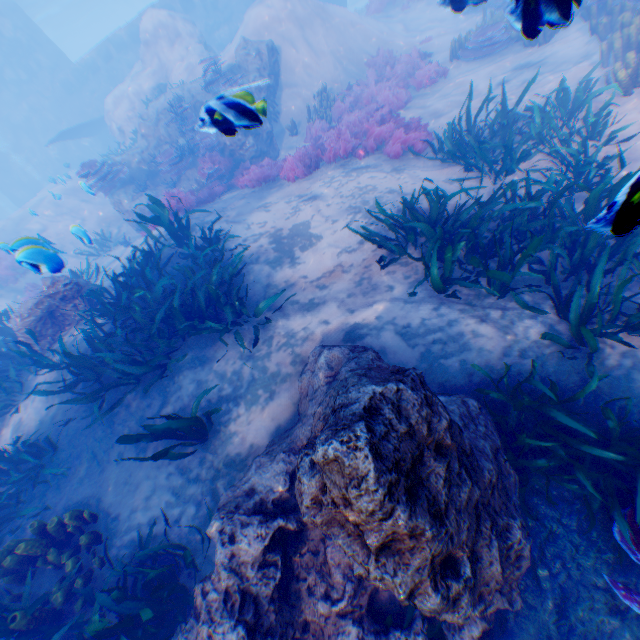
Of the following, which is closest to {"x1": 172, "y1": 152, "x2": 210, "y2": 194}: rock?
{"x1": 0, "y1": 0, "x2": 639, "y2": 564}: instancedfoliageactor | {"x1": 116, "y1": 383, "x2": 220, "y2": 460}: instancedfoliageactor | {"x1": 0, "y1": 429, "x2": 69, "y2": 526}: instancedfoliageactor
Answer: {"x1": 0, "y1": 0, "x2": 639, "y2": 564}: instancedfoliageactor

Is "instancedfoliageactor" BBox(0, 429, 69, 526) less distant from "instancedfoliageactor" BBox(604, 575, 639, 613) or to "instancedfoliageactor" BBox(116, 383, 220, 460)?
"instancedfoliageactor" BBox(116, 383, 220, 460)

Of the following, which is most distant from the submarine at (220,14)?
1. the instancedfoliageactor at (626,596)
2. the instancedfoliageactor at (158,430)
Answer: the instancedfoliageactor at (626,596)

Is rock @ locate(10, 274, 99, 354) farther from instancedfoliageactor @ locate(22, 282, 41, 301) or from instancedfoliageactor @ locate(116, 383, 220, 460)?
instancedfoliageactor @ locate(22, 282, 41, 301)

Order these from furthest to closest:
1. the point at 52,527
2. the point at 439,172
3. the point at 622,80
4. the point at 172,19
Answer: the point at 172,19
the point at 439,172
the point at 622,80
the point at 52,527

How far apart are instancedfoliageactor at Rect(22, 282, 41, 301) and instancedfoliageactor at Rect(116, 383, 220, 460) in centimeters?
1100cm

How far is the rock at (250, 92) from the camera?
11.62m

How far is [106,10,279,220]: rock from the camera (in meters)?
11.62
